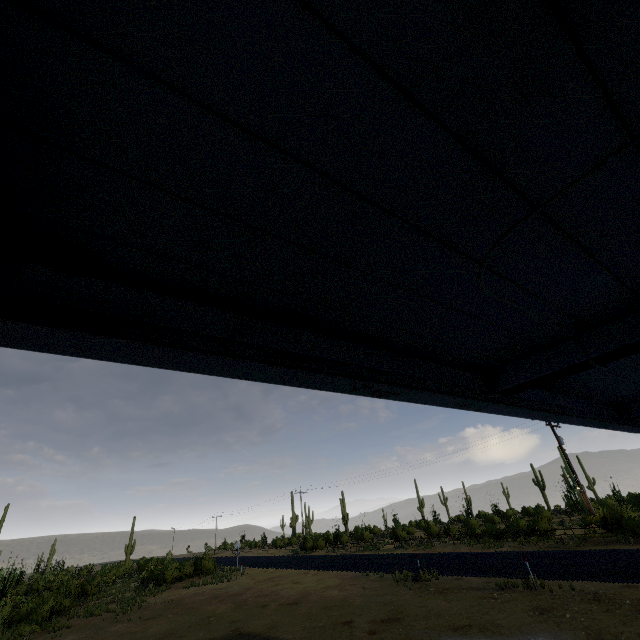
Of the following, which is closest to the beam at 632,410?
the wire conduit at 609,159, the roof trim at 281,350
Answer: the roof trim at 281,350

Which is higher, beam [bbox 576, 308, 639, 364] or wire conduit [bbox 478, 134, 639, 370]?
wire conduit [bbox 478, 134, 639, 370]

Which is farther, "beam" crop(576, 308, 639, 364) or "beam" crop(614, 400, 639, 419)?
"beam" crop(614, 400, 639, 419)

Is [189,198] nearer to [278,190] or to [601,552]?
[278,190]

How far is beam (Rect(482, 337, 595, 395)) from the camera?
2.5 meters

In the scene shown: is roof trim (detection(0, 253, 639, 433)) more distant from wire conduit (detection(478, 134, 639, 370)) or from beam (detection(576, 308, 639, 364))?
wire conduit (detection(478, 134, 639, 370))

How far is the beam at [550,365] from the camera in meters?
2.5

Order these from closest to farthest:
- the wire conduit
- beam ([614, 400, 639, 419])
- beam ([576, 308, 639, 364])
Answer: the wire conduit < beam ([576, 308, 639, 364]) < beam ([614, 400, 639, 419])
